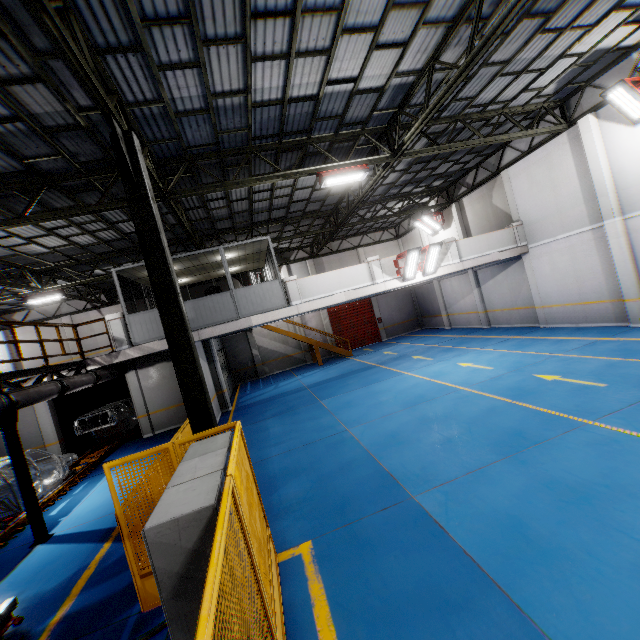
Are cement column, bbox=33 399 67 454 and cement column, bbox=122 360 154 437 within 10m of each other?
yes

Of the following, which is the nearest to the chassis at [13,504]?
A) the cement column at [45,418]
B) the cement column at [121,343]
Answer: the cement column at [45,418]

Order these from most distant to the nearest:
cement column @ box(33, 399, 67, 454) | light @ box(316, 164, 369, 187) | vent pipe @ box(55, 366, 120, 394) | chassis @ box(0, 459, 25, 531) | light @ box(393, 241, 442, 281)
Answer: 1. cement column @ box(33, 399, 67, 454)
2. light @ box(393, 241, 442, 281)
3. light @ box(316, 164, 369, 187)
4. vent pipe @ box(55, 366, 120, 394)
5. chassis @ box(0, 459, 25, 531)

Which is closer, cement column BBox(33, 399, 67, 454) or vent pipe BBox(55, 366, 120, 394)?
vent pipe BBox(55, 366, 120, 394)

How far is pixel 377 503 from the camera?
5.74m

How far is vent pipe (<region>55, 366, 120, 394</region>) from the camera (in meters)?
9.46

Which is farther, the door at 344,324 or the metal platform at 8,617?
the door at 344,324

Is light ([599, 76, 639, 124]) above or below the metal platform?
above
